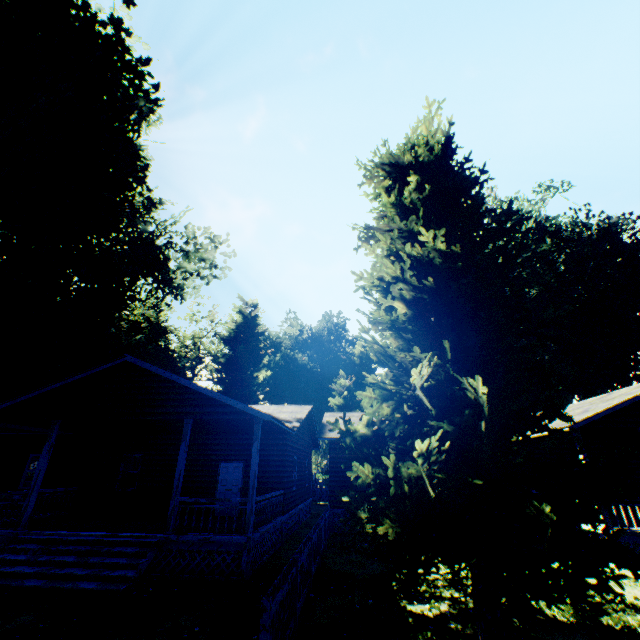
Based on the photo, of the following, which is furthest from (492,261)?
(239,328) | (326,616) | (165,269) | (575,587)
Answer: (239,328)

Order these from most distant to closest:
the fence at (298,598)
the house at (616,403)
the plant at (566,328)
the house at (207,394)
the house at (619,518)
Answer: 1. the house at (616,403)
2. the house at (619,518)
3. the house at (207,394)
4. the plant at (566,328)
5. the fence at (298,598)

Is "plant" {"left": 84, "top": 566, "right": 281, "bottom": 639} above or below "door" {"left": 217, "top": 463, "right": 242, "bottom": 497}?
below

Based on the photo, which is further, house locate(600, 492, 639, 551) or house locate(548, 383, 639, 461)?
house locate(548, 383, 639, 461)

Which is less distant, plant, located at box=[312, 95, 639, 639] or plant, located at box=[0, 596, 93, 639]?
plant, located at box=[312, 95, 639, 639]

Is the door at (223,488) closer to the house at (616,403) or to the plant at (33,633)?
the house at (616,403)

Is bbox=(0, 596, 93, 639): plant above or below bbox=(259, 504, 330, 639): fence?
below

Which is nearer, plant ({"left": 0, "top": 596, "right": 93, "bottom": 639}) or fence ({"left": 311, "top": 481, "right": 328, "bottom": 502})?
plant ({"left": 0, "top": 596, "right": 93, "bottom": 639})
